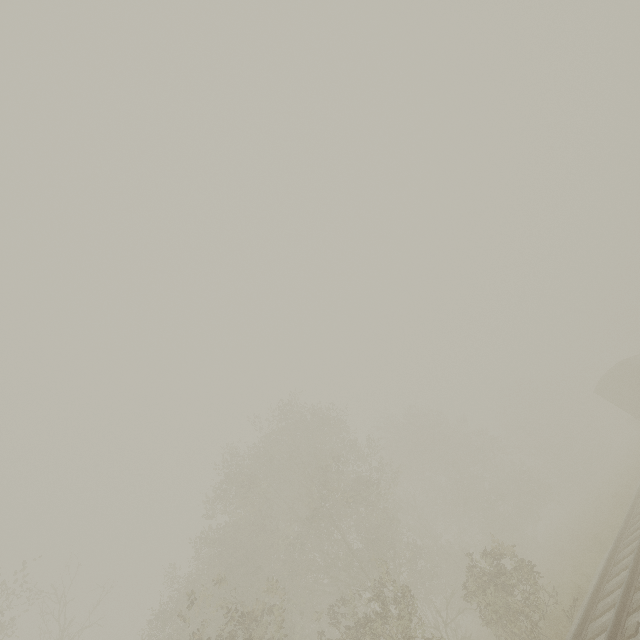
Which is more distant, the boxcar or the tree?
the boxcar

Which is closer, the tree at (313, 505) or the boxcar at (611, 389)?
the tree at (313, 505)

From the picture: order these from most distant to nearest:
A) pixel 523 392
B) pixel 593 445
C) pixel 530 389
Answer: pixel 523 392 → pixel 530 389 → pixel 593 445
